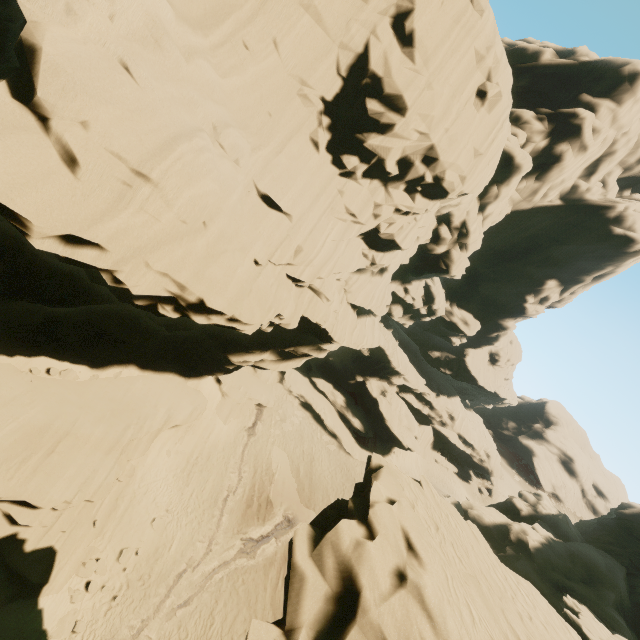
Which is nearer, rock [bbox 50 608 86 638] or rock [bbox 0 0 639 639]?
rock [bbox 0 0 639 639]

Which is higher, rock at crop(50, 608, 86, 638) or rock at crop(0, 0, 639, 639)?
rock at crop(0, 0, 639, 639)

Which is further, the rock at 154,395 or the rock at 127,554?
the rock at 127,554

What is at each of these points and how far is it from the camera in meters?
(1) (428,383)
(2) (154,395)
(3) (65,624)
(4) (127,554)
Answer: (1) rock, 49.0
(2) rock, 23.1
(3) rock, 14.9
(4) rock, 18.3

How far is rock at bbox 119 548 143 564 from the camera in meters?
18.1 m

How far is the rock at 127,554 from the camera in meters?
18.1 m
